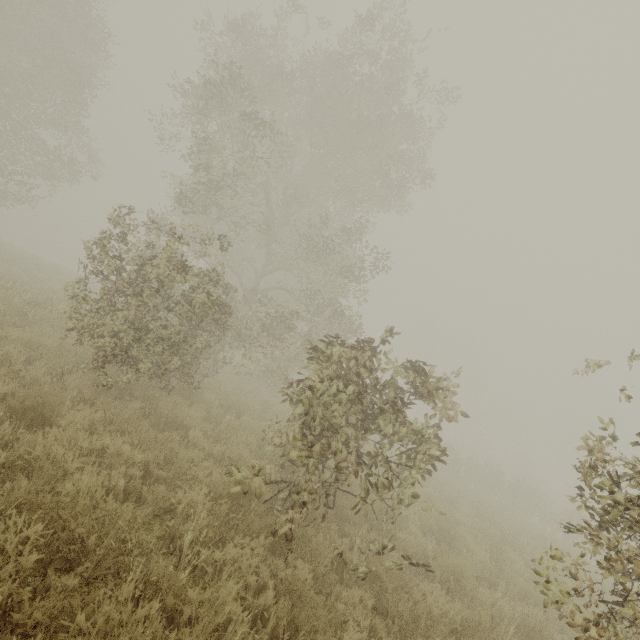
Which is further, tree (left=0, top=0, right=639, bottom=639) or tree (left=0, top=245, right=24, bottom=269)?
tree (left=0, top=245, right=24, bottom=269)

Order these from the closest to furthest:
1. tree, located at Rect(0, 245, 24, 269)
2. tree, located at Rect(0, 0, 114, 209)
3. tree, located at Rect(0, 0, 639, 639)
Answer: tree, located at Rect(0, 0, 639, 639) < tree, located at Rect(0, 0, 114, 209) < tree, located at Rect(0, 245, 24, 269)

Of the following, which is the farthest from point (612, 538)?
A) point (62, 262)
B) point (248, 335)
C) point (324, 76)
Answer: point (62, 262)

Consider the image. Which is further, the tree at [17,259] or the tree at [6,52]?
the tree at [17,259]

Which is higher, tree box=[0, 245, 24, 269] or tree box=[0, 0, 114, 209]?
tree box=[0, 0, 114, 209]

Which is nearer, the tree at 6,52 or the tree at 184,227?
the tree at 184,227

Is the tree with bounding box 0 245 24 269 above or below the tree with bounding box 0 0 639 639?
below
